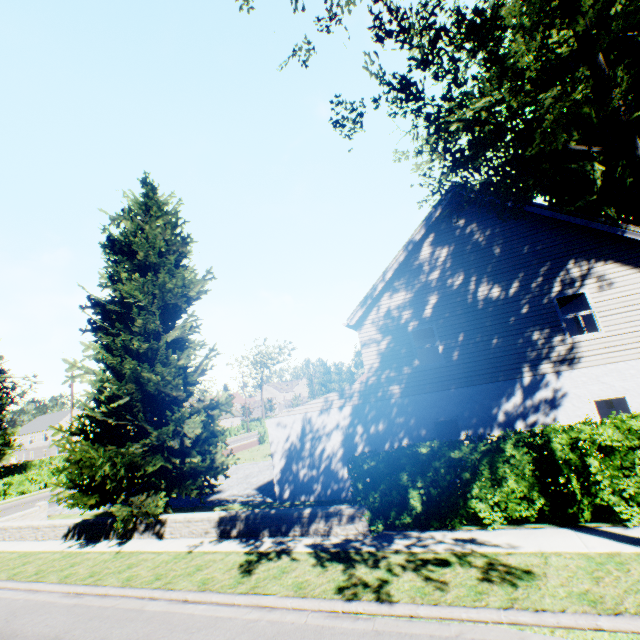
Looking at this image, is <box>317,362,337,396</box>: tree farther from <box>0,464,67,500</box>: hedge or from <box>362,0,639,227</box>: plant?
<box>362,0,639,227</box>: plant

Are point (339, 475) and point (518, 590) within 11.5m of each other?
yes

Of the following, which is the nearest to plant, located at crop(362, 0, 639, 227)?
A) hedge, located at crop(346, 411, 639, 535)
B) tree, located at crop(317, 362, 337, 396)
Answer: tree, located at crop(317, 362, 337, 396)

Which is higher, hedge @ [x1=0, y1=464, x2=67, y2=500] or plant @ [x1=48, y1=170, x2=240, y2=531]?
plant @ [x1=48, y1=170, x2=240, y2=531]

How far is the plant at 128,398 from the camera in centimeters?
1183cm

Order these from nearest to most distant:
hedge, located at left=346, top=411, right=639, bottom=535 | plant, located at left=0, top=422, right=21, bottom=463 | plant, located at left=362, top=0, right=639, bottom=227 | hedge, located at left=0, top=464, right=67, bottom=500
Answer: plant, located at left=362, top=0, right=639, bottom=227
hedge, located at left=346, top=411, right=639, bottom=535
hedge, located at left=0, top=464, right=67, bottom=500
plant, located at left=0, top=422, right=21, bottom=463

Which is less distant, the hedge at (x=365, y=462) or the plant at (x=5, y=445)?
the hedge at (x=365, y=462)
